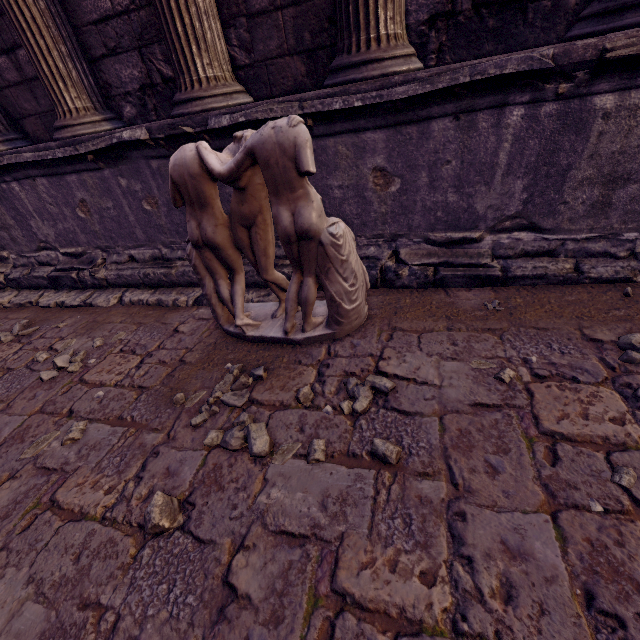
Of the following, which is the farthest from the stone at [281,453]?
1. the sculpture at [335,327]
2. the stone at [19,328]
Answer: the stone at [19,328]

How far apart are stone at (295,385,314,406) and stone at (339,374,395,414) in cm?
27

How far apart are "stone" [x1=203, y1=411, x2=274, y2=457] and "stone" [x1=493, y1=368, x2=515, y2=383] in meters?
1.0

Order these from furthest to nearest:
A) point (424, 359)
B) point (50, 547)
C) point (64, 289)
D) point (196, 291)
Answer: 1. point (64, 289)
2. point (196, 291)
3. point (424, 359)
4. point (50, 547)

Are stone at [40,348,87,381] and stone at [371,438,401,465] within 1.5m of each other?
no

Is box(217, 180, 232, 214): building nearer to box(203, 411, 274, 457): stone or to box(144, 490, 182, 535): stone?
box(203, 411, 274, 457): stone

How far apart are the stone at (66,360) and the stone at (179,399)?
1.12m
